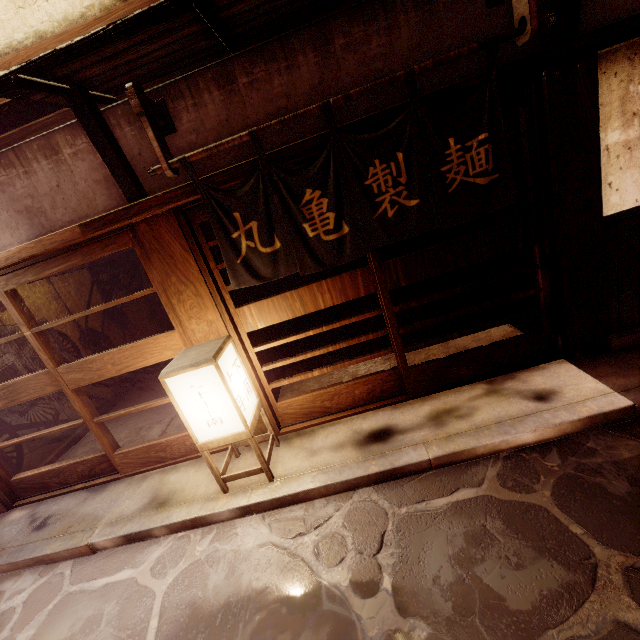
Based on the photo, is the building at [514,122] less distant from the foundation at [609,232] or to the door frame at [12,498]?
the door frame at [12,498]

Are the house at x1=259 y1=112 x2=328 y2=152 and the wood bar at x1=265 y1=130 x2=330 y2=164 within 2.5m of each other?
yes

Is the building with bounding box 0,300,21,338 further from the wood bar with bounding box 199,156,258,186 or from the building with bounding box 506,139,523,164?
the wood bar with bounding box 199,156,258,186

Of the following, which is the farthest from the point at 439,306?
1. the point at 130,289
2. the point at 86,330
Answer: the point at 130,289

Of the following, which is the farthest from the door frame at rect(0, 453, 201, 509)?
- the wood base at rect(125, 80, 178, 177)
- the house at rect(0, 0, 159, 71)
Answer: the house at rect(0, 0, 159, 71)

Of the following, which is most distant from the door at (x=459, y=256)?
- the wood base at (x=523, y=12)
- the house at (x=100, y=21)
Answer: the house at (x=100, y=21)

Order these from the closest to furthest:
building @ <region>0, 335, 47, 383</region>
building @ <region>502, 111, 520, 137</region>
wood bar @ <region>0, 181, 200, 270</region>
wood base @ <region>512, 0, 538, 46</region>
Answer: wood base @ <region>512, 0, 538, 46</region> < wood bar @ <region>0, 181, 200, 270</region> < building @ <region>0, 335, 47, 383</region> < building @ <region>502, 111, 520, 137</region>

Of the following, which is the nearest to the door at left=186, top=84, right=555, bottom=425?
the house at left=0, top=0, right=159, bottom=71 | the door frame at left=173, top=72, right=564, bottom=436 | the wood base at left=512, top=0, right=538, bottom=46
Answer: the door frame at left=173, top=72, right=564, bottom=436
